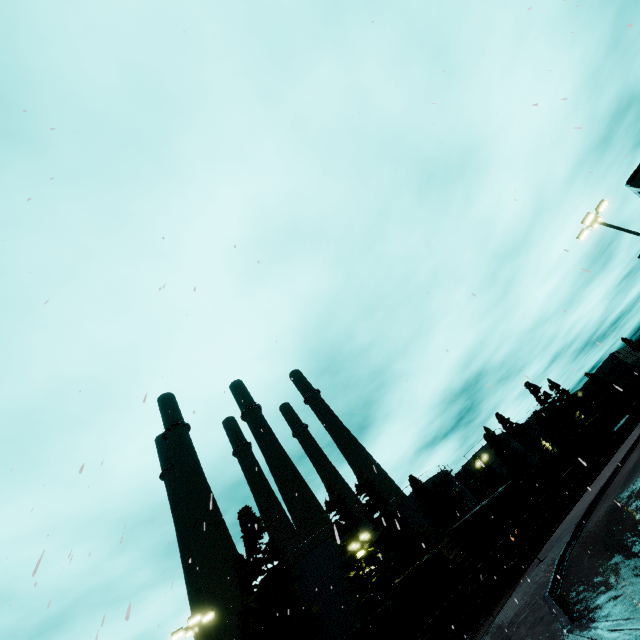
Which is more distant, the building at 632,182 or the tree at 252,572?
the tree at 252,572

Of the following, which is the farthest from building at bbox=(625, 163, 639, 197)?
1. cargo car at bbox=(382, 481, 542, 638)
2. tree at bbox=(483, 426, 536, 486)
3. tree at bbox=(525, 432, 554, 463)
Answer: tree at bbox=(525, 432, 554, 463)

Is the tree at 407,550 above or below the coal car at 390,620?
above

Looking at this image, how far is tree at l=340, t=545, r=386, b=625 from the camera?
28.8 meters

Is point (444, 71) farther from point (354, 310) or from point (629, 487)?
point (629, 487)

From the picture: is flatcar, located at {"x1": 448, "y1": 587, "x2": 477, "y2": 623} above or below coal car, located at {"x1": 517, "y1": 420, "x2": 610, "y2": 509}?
below

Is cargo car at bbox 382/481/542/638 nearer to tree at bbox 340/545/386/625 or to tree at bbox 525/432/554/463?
tree at bbox 340/545/386/625

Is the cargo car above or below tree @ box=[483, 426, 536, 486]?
below
